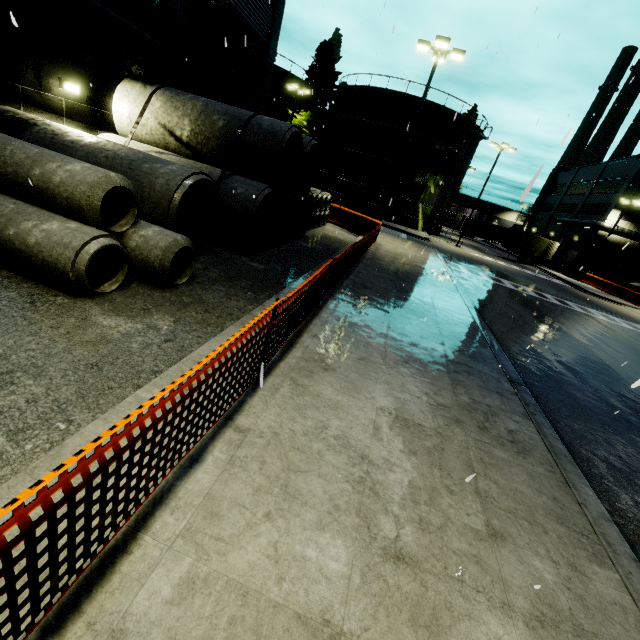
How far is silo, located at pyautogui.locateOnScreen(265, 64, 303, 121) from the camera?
37.2m

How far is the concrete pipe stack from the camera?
9.0m

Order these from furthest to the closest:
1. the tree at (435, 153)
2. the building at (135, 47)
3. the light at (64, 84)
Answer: the tree at (435, 153) → the light at (64, 84) → the building at (135, 47)

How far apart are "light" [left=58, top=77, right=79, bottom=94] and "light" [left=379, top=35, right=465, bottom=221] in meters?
14.7

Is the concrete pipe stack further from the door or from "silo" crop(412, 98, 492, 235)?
the door

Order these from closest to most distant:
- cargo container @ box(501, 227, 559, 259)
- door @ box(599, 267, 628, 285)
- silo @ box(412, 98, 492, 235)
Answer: silo @ box(412, 98, 492, 235) < cargo container @ box(501, 227, 559, 259) < door @ box(599, 267, 628, 285)

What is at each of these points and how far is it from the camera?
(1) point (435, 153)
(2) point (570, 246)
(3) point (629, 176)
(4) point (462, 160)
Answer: (1) tree, 34.25m
(2) roll-up door, 45.34m
(3) building, 37.50m
(4) silo, 36.53m

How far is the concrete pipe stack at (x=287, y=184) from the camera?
9.0 meters
